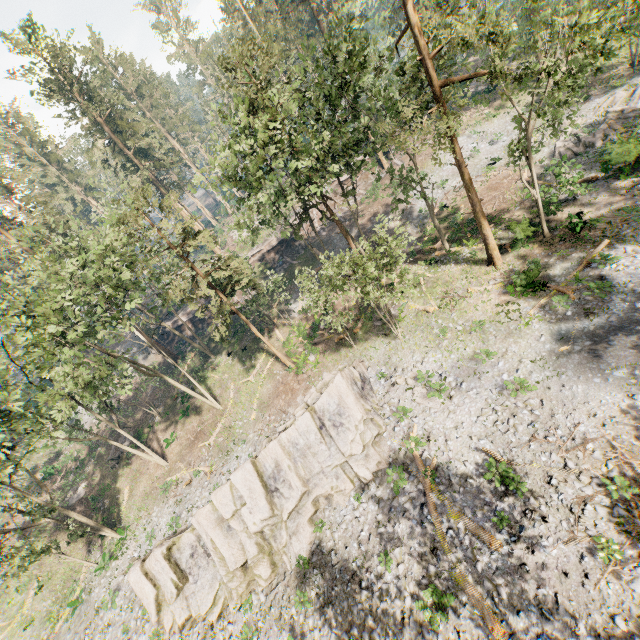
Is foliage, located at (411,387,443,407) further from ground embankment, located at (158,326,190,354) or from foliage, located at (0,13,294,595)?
ground embankment, located at (158,326,190,354)

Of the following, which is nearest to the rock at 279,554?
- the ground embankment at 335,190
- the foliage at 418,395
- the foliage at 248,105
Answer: the foliage at 418,395

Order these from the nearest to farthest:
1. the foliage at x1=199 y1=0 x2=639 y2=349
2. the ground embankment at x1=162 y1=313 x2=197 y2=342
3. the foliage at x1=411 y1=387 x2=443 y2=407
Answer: the foliage at x1=199 y1=0 x2=639 y2=349, the foliage at x1=411 y1=387 x2=443 y2=407, the ground embankment at x1=162 y1=313 x2=197 y2=342

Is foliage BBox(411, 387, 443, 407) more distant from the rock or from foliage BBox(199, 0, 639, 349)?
foliage BBox(199, 0, 639, 349)

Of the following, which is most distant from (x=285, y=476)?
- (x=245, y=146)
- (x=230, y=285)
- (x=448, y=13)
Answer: (x=448, y=13)

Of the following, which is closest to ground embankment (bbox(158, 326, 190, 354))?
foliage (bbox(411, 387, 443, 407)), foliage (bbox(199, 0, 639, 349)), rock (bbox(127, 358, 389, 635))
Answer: foliage (bbox(199, 0, 639, 349))

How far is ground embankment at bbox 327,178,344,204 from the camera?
44.2m

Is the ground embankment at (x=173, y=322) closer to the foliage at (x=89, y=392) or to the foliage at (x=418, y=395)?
the foliage at (x=89, y=392)
